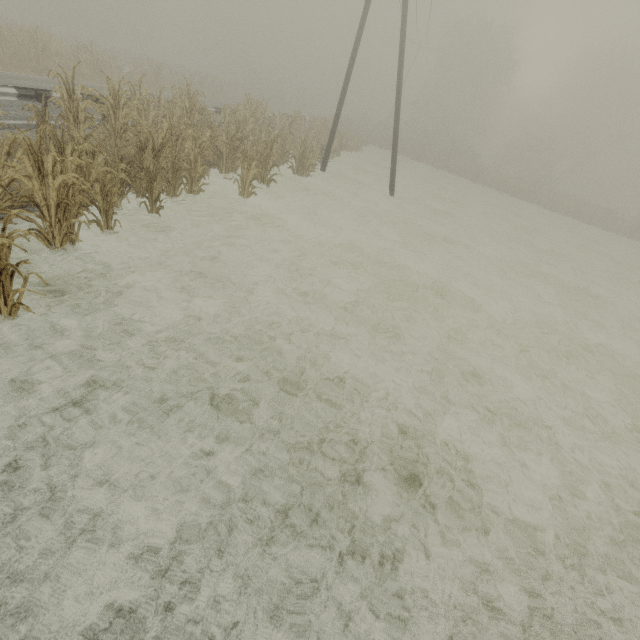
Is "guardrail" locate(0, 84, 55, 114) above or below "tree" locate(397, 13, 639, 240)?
below

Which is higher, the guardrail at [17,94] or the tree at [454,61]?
the tree at [454,61]

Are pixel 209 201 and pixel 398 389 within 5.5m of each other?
no

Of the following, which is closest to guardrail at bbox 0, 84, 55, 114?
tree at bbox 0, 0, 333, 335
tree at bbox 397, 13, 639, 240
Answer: tree at bbox 0, 0, 333, 335

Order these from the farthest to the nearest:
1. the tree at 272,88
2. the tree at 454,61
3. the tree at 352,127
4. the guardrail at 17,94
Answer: the tree at 454,61, the tree at 352,127, the guardrail at 17,94, the tree at 272,88

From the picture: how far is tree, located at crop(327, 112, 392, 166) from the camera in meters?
22.7

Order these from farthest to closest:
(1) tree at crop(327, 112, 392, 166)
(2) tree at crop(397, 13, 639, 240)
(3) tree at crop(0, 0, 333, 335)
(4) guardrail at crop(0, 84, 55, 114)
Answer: (2) tree at crop(397, 13, 639, 240) < (1) tree at crop(327, 112, 392, 166) < (4) guardrail at crop(0, 84, 55, 114) < (3) tree at crop(0, 0, 333, 335)

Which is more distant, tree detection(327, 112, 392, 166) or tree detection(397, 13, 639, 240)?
tree detection(397, 13, 639, 240)
